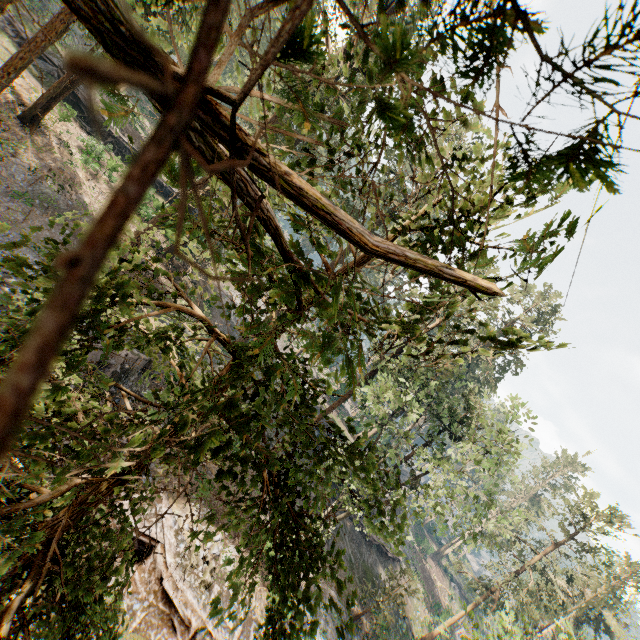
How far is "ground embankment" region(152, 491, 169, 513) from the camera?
17.5m

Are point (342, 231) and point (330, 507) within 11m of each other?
yes

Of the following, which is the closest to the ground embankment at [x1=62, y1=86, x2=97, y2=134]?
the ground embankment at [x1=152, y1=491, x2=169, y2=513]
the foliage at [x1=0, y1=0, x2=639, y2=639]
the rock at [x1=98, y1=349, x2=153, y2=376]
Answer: the foliage at [x1=0, y1=0, x2=639, y2=639]

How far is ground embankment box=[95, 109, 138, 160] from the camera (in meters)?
32.78

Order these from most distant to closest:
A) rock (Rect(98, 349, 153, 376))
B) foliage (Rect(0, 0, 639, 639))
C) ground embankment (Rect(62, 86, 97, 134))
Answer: ground embankment (Rect(62, 86, 97, 134)) < rock (Rect(98, 349, 153, 376)) < foliage (Rect(0, 0, 639, 639))

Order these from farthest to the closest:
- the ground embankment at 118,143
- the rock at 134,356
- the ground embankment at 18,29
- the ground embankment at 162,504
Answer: the ground embankment at 118,143 < the ground embankment at 18,29 < the rock at 134,356 < the ground embankment at 162,504

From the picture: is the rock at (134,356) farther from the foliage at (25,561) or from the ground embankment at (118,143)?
the ground embankment at (118,143)

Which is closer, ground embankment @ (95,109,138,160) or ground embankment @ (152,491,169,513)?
ground embankment @ (152,491,169,513)
